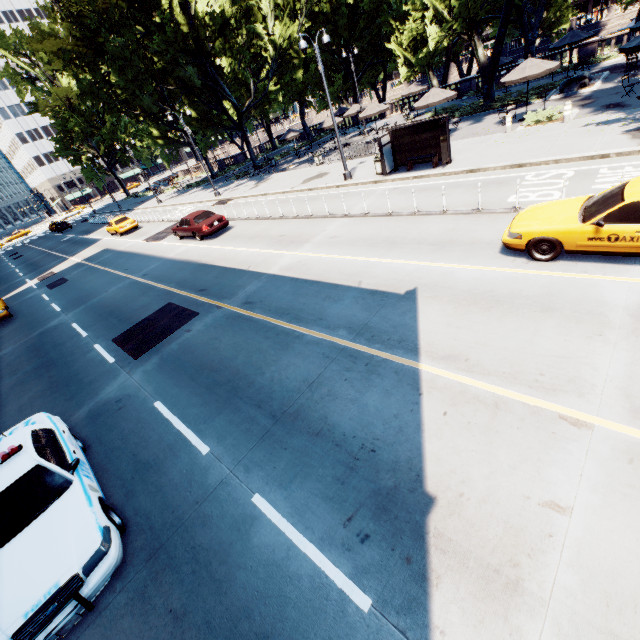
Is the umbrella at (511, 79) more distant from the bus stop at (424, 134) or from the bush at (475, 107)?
the bus stop at (424, 134)

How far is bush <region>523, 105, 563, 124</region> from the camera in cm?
1690

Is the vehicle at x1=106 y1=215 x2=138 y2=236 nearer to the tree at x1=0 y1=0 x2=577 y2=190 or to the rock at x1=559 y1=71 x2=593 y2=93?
the tree at x1=0 y1=0 x2=577 y2=190

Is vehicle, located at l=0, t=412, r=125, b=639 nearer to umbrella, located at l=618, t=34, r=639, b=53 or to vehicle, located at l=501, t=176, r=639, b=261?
vehicle, located at l=501, t=176, r=639, b=261

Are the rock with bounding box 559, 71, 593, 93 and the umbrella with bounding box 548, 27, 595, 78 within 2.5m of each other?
no

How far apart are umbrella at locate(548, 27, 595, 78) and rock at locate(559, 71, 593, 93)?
5.0m

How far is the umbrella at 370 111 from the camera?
26.9m

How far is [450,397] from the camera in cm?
575
